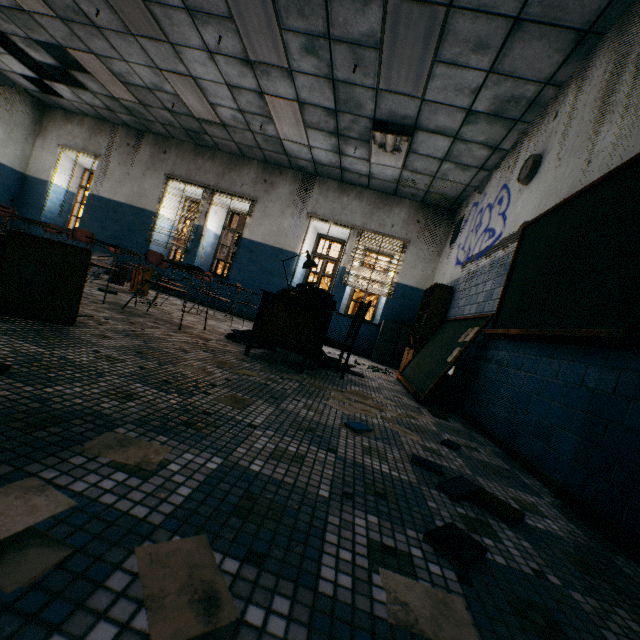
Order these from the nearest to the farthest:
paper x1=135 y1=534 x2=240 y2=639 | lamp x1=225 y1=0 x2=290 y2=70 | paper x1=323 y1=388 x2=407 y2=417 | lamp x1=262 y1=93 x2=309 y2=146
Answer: paper x1=135 y1=534 x2=240 y2=639, paper x1=323 y1=388 x2=407 y2=417, lamp x1=225 y1=0 x2=290 y2=70, lamp x1=262 y1=93 x2=309 y2=146

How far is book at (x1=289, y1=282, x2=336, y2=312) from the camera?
4.0m

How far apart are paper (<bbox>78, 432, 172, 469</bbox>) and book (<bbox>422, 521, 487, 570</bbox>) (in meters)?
0.90

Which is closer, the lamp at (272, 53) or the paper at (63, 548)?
the paper at (63, 548)

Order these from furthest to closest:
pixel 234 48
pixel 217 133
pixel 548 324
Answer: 1. pixel 217 133
2. pixel 234 48
3. pixel 548 324

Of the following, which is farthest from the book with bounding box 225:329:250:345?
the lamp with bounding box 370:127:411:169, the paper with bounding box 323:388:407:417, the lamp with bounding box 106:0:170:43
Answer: the lamp with bounding box 106:0:170:43

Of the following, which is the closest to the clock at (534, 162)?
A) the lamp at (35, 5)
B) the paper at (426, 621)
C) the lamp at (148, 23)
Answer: the paper at (426, 621)

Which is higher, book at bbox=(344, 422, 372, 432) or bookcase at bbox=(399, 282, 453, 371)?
bookcase at bbox=(399, 282, 453, 371)
